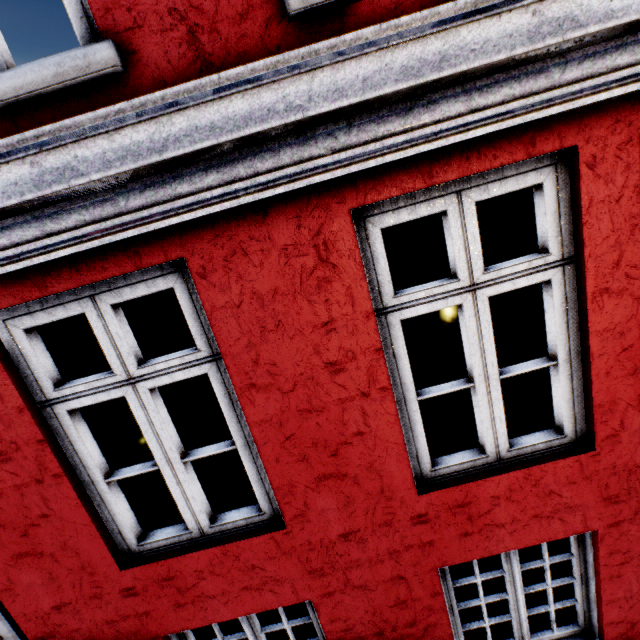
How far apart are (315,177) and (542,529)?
2.6m
